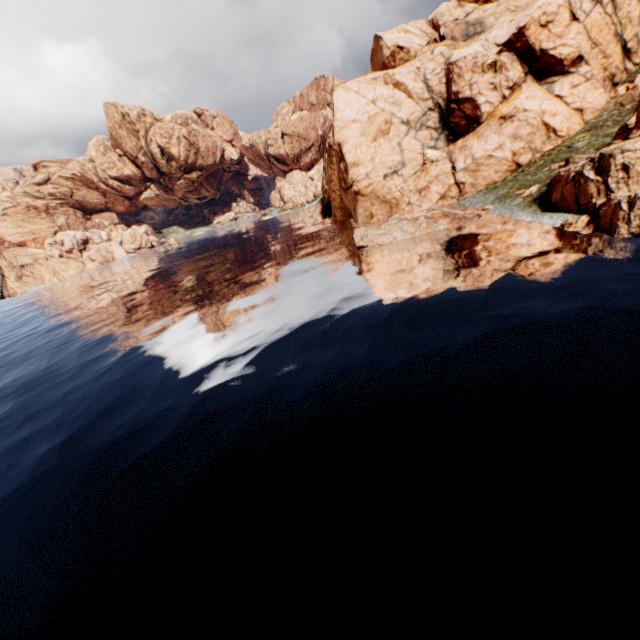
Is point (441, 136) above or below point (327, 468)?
above
